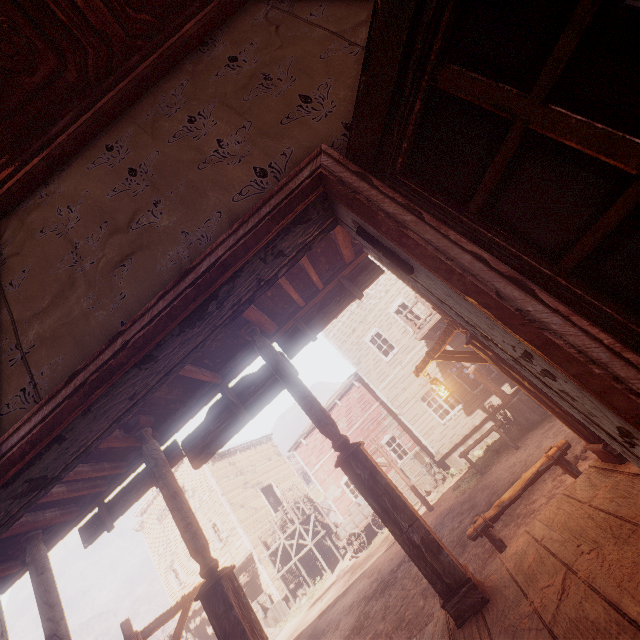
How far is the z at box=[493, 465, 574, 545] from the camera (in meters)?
5.75

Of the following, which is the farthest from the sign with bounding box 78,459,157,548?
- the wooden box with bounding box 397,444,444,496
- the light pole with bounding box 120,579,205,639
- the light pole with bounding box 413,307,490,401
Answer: the wooden box with bounding box 397,444,444,496

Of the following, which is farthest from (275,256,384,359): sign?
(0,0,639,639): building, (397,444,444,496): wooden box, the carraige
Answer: the carraige

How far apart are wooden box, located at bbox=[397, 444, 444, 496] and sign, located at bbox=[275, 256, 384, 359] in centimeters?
1381cm

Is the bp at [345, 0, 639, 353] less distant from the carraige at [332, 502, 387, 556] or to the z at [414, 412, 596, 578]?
the z at [414, 412, 596, 578]

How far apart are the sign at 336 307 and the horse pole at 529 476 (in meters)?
3.35

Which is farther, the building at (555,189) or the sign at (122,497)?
the sign at (122,497)

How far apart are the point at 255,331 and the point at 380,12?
3.7m
